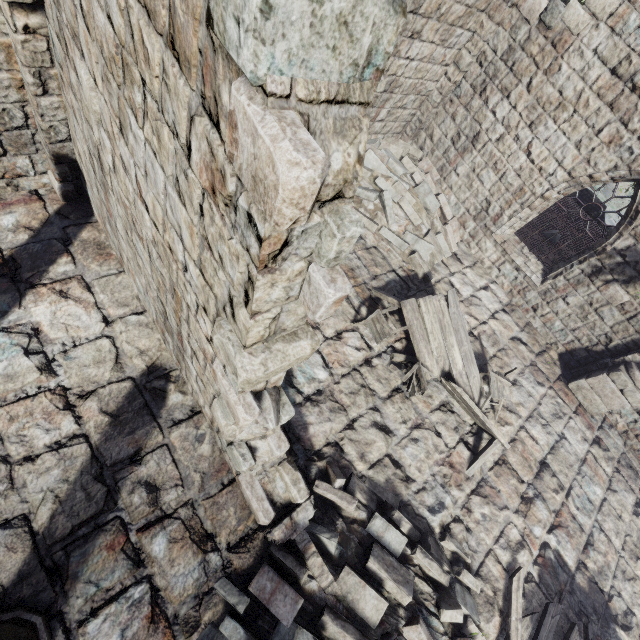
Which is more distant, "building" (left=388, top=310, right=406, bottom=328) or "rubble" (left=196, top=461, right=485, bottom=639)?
"building" (left=388, top=310, right=406, bottom=328)

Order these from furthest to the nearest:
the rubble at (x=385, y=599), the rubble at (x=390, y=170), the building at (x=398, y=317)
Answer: the rubble at (x=390, y=170) → the building at (x=398, y=317) → the rubble at (x=385, y=599)

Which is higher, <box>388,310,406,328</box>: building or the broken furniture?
the broken furniture

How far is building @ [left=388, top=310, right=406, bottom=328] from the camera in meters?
7.8 m

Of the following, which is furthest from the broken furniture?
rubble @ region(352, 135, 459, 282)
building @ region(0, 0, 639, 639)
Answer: rubble @ region(352, 135, 459, 282)

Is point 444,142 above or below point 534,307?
above

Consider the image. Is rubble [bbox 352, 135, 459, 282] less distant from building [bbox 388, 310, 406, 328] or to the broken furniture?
building [bbox 388, 310, 406, 328]

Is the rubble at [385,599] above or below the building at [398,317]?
above
